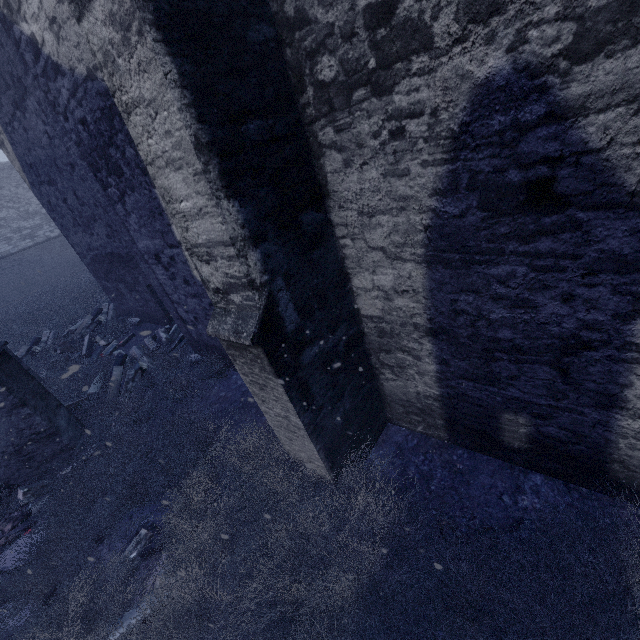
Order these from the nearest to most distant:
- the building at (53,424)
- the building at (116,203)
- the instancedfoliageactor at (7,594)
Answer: the building at (116,203) → the instancedfoliageactor at (7,594) → the building at (53,424)

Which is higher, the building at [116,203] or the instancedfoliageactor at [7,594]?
the building at [116,203]

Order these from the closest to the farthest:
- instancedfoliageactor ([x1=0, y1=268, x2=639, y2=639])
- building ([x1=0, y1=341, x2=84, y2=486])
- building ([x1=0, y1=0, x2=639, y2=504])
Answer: building ([x1=0, y1=0, x2=639, y2=504]), instancedfoliageactor ([x1=0, y1=268, x2=639, y2=639]), building ([x1=0, y1=341, x2=84, y2=486])

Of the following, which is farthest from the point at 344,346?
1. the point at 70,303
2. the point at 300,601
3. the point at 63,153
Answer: the point at 70,303

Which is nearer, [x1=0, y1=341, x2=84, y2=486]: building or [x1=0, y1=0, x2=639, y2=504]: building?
[x1=0, y1=0, x2=639, y2=504]: building

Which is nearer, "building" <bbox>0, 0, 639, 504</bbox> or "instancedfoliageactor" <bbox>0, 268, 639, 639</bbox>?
"building" <bbox>0, 0, 639, 504</bbox>

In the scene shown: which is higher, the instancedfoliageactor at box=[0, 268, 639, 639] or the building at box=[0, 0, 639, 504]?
the building at box=[0, 0, 639, 504]
